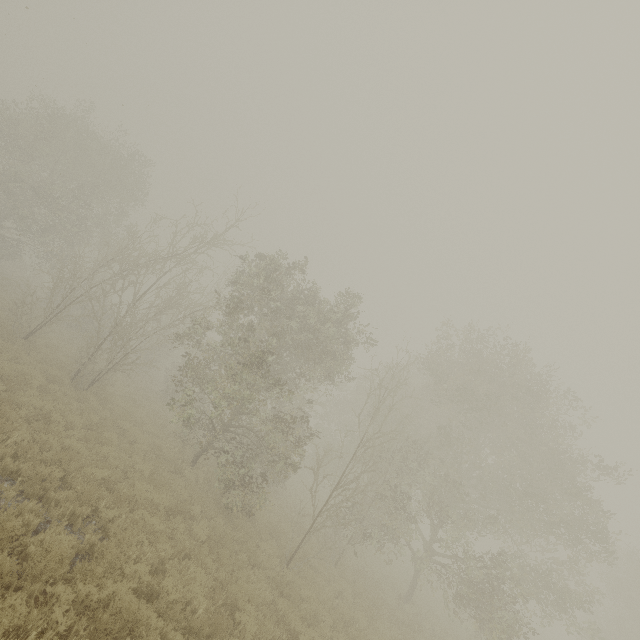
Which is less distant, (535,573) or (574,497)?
(574,497)
